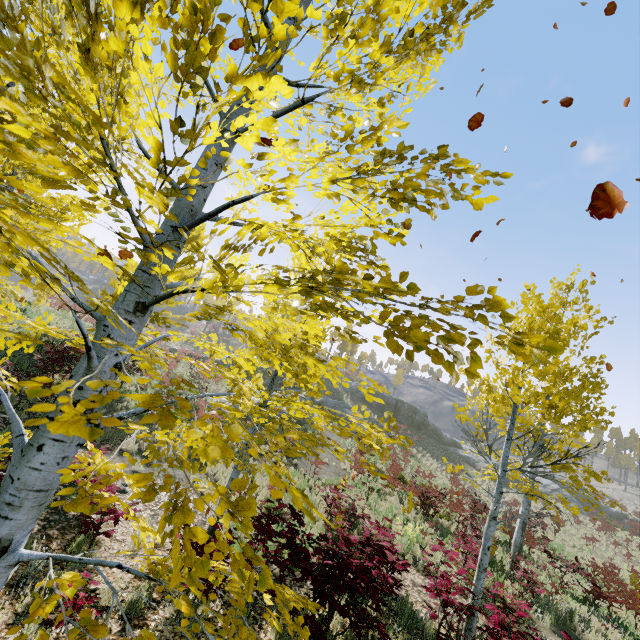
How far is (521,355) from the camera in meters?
1.1 m

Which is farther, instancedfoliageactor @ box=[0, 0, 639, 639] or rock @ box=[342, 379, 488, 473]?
rock @ box=[342, 379, 488, 473]

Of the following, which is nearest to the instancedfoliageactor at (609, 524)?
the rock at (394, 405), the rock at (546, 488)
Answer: the rock at (546, 488)

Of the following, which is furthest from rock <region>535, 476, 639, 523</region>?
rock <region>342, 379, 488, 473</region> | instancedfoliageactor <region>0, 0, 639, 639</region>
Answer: instancedfoliageactor <region>0, 0, 639, 639</region>

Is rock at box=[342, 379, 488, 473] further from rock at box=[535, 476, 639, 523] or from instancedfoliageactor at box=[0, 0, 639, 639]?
instancedfoliageactor at box=[0, 0, 639, 639]

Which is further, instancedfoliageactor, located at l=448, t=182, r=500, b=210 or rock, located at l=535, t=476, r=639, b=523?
rock, located at l=535, t=476, r=639, b=523

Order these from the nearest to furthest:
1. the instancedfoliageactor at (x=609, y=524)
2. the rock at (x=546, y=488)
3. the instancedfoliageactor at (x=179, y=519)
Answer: the instancedfoliageactor at (x=179, y=519) < the instancedfoliageactor at (x=609, y=524) < the rock at (x=546, y=488)
